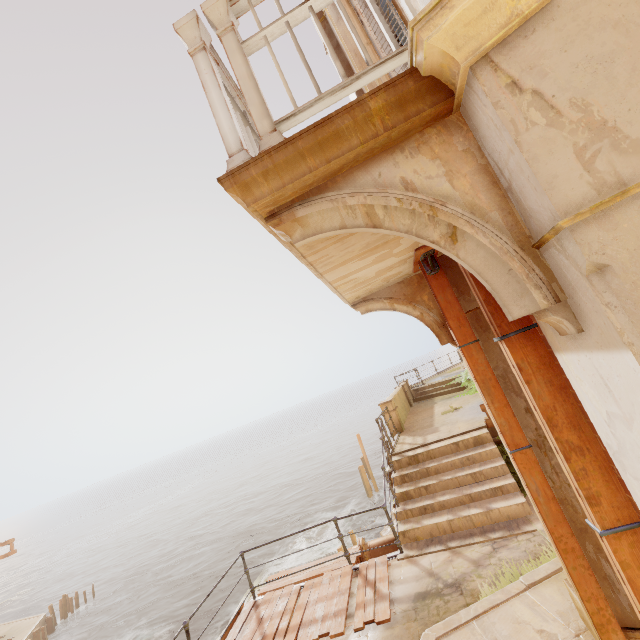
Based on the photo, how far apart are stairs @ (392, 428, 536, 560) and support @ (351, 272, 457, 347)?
4.1m

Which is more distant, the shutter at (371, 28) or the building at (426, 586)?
the building at (426, 586)

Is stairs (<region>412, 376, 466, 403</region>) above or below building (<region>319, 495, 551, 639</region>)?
above

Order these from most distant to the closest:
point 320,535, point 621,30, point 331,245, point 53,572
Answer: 1. point 53,572
2. point 320,535
3. point 331,245
4. point 621,30

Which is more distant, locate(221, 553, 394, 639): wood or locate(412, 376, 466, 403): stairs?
locate(412, 376, 466, 403): stairs

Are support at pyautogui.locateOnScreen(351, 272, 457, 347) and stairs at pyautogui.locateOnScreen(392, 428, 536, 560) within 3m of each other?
no

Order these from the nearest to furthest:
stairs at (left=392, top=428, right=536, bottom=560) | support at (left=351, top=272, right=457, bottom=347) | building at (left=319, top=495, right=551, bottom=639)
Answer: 1. support at (left=351, top=272, right=457, bottom=347)
2. building at (left=319, top=495, right=551, bottom=639)
3. stairs at (left=392, top=428, right=536, bottom=560)

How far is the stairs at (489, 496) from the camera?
6.1m
